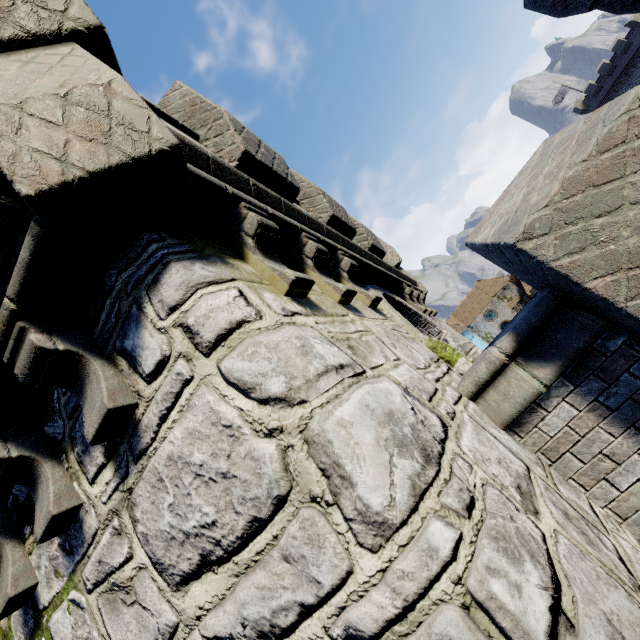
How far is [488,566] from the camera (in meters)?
1.30
